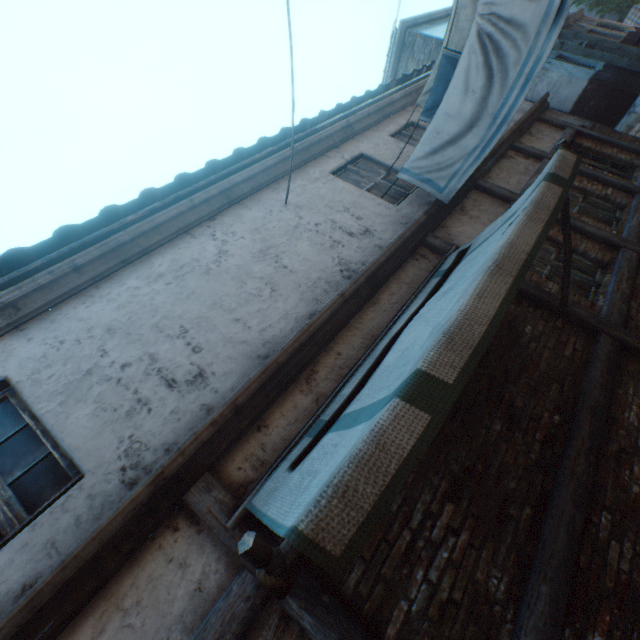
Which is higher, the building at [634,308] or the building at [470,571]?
the building at [470,571]

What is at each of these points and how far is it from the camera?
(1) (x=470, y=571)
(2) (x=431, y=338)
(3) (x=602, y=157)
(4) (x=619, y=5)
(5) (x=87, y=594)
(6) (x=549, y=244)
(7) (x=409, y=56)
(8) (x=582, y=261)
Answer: (1) building, 2.3 meters
(2) awning, 1.9 meters
(3) building, 6.9 meters
(4) tree, 22.0 meters
(5) building, 2.0 meters
(6) building, 4.9 meters
(7) building, 12.2 meters
(8) building, 4.7 meters

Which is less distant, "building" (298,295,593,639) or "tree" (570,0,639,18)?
"building" (298,295,593,639)

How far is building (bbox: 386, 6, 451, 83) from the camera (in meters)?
11.65

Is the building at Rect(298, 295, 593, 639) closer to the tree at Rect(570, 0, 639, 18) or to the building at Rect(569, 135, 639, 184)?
the building at Rect(569, 135, 639, 184)

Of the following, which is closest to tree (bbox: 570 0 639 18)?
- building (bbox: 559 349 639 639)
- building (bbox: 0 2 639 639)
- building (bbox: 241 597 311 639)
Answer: building (bbox: 0 2 639 639)

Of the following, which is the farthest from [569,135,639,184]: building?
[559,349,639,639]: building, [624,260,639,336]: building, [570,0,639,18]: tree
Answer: [559,349,639,639]: building

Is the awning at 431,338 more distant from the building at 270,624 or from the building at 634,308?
the building at 634,308
